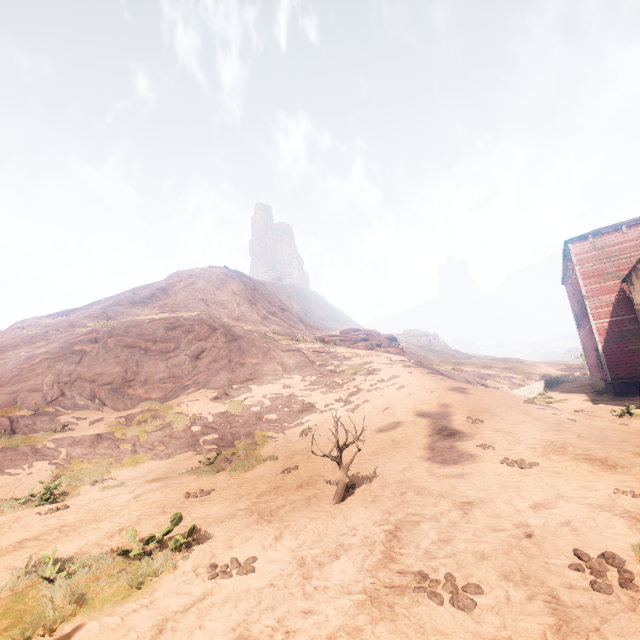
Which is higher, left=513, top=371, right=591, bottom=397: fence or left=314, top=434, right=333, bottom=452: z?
left=513, top=371, right=591, bottom=397: fence

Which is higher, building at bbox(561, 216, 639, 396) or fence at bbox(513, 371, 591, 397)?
building at bbox(561, 216, 639, 396)

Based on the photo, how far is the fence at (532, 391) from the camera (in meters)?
24.50

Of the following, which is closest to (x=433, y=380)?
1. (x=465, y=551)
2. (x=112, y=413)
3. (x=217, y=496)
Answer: (x=217, y=496)

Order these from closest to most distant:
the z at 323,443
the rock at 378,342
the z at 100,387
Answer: the z at 100,387
the z at 323,443
the rock at 378,342

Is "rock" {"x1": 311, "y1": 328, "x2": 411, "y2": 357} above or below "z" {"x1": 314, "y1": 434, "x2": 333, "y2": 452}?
above

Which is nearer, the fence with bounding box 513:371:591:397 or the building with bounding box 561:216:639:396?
the building with bounding box 561:216:639:396

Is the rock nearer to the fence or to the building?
the fence
